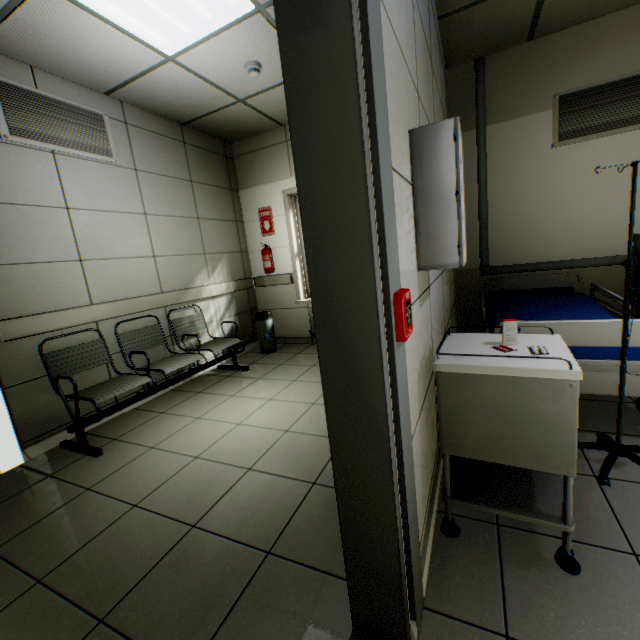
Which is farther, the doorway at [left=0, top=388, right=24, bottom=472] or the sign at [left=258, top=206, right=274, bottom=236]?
the sign at [left=258, top=206, right=274, bottom=236]

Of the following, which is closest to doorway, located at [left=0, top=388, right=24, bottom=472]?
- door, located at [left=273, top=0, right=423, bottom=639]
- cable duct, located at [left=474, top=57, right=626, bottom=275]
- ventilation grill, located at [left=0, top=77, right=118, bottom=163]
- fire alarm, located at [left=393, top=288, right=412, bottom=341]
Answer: ventilation grill, located at [left=0, top=77, right=118, bottom=163]

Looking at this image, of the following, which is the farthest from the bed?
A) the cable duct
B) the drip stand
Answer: the cable duct

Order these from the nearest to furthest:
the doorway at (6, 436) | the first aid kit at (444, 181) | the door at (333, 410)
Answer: the door at (333, 410)
the first aid kit at (444, 181)
the doorway at (6, 436)

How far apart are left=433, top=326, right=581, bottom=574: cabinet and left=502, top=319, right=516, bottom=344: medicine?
0.2m

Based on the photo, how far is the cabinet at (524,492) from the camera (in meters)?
1.17

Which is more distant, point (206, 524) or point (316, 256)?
point (206, 524)

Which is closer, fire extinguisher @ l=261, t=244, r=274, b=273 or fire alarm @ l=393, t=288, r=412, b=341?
fire alarm @ l=393, t=288, r=412, b=341
